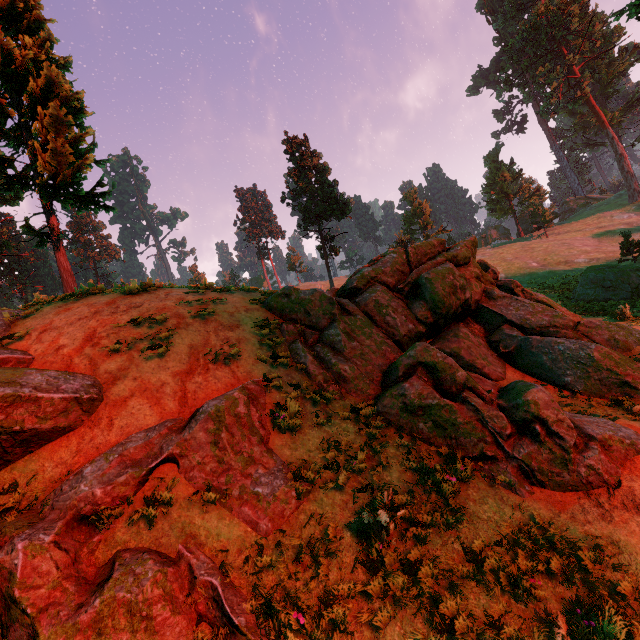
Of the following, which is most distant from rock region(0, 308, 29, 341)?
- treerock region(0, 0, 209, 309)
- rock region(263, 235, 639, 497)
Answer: treerock region(0, 0, 209, 309)

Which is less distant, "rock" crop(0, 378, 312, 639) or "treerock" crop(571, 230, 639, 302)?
"rock" crop(0, 378, 312, 639)

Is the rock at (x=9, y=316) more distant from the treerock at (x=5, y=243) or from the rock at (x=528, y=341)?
the treerock at (x=5, y=243)

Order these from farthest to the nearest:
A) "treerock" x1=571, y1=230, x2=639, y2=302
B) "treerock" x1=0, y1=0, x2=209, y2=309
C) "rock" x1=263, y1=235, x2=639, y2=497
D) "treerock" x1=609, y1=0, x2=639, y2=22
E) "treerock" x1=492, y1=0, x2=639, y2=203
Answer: "treerock" x1=492, y1=0, x2=639, y2=203 < "treerock" x1=571, y1=230, x2=639, y2=302 < "treerock" x1=609, y1=0, x2=639, y2=22 < "treerock" x1=0, y1=0, x2=209, y2=309 < "rock" x1=263, y1=235, x2=639, y2=497

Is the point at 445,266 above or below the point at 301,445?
above

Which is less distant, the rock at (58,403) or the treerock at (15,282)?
the rock at (58,403)

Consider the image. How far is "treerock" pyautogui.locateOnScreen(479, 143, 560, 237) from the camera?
49.3 meters

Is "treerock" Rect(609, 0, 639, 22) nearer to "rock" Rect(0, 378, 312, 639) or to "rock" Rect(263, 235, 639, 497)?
"rock" Rect(0, 378, 312, 639)
